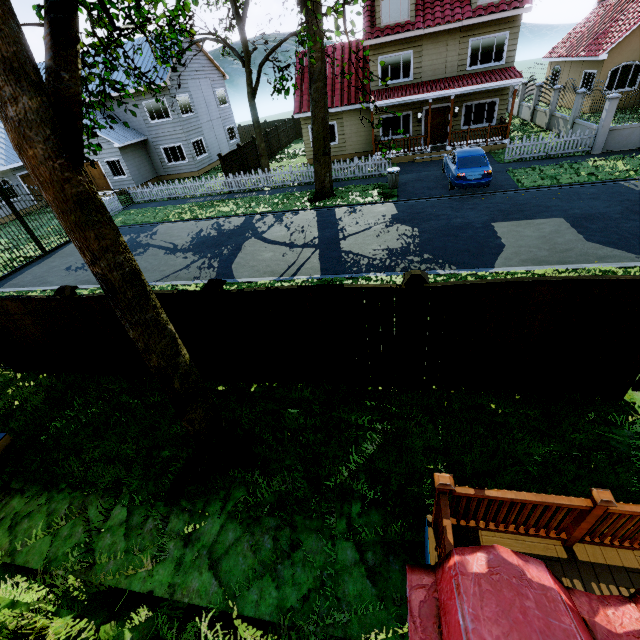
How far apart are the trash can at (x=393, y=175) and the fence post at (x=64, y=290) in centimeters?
1458cm

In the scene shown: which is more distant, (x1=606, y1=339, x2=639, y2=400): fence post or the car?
the car

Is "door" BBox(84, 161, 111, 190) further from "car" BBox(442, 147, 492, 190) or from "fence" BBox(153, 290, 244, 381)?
"car" BBox(442, 147, 492, 190)

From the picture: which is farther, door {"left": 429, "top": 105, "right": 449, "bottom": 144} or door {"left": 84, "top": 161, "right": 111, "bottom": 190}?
door {"left": 84, "top": 161, "right": 111, "bottom": 190}

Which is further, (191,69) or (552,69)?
(552,69)

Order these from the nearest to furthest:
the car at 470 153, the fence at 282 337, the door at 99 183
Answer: the fence at 282 337 → the car at 470 153 → the door at 99 183

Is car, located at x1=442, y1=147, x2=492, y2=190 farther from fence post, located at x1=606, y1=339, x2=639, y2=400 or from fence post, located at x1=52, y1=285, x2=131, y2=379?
fence post, located at x1=52, y1=285, x2=131, y2=379

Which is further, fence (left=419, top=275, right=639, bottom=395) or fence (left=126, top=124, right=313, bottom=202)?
fence (left=126, top=124, right=313, bottom=202)
